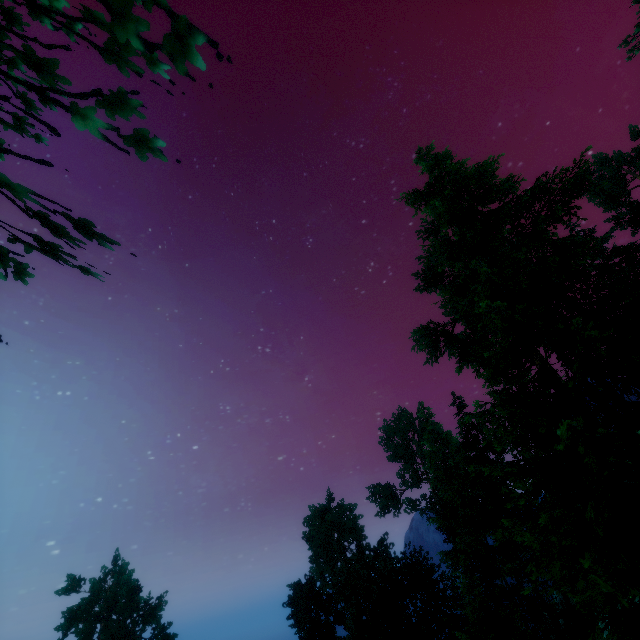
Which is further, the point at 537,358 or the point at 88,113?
the point at 537,358

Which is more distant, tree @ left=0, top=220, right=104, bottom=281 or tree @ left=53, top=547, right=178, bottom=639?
tree @ left=53, top=547, right=178, bottom=639

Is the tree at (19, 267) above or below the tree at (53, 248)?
above

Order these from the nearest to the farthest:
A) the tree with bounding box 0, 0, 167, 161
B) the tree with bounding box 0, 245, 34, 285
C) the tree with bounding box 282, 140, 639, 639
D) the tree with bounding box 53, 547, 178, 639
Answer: the tree with bounding box 0, 0, 167, 161
the tree with bounding box 0, 245, 34, 285
the tree with bounding box 282, 140, 639, 639
the tree with bounding box 53, 547, 178, 639
